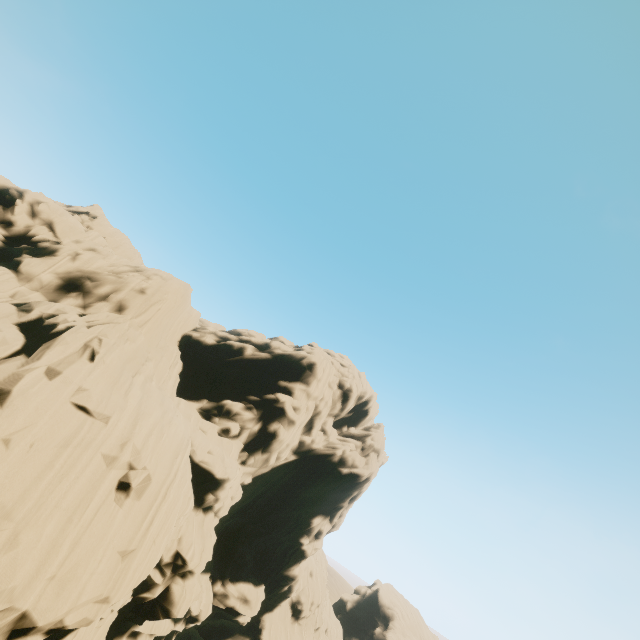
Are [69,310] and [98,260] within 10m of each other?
yes
